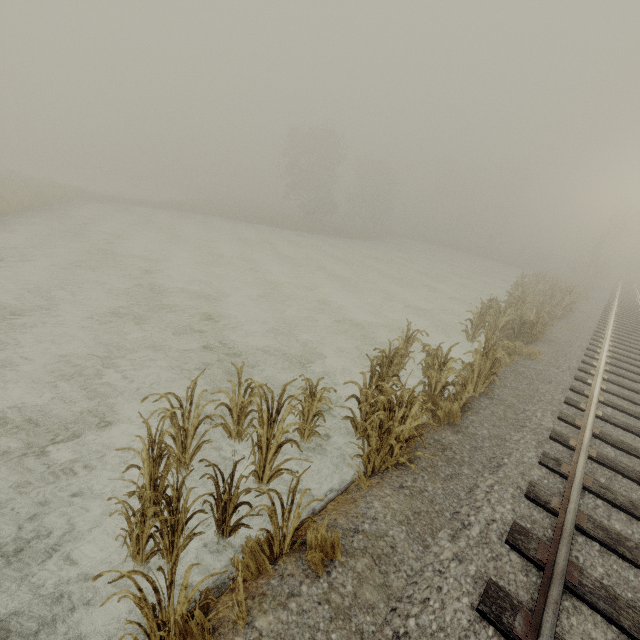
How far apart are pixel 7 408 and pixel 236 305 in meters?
7.1

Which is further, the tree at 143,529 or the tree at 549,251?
the tree at 549,251

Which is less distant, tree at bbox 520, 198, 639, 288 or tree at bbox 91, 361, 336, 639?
tree at bbox 91, 361, 336, 639
